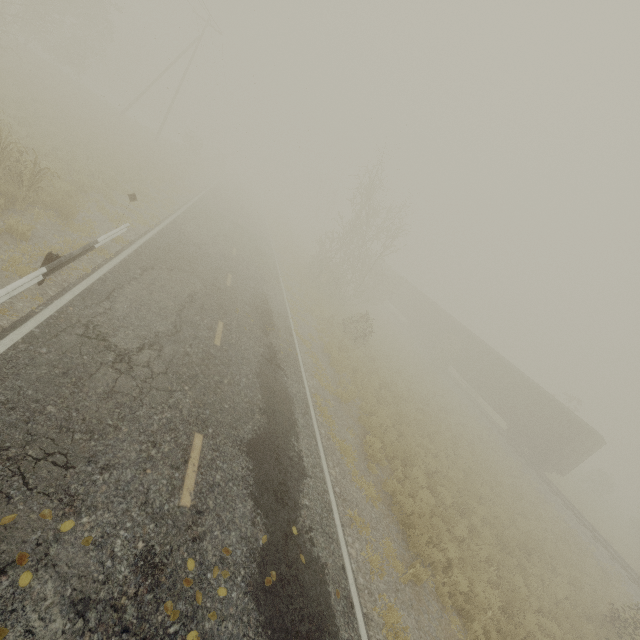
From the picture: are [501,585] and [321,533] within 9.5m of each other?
yes

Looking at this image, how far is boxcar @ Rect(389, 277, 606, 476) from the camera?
22.5m

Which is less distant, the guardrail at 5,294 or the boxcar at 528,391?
A: the guardrail at 5,294

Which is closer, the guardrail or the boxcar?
the guardrail

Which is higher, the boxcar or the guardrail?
the boxcar

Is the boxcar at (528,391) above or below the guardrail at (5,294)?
above
